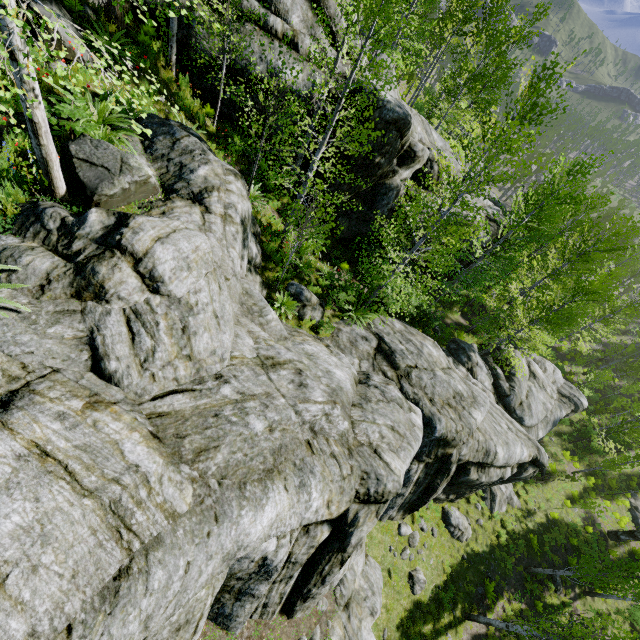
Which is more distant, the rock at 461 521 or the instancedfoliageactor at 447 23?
the rock at 461 521

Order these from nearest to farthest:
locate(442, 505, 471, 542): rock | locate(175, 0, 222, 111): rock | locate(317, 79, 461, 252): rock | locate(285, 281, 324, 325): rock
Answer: locate(175, 0, 222, 111): rock < locate(285, 281, 324, 325): rock < locate(317, 79, 461, 252): rock < locate(442, 505, 471, 542): rock

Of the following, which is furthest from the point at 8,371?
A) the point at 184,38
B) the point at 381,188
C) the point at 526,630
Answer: the point at 526,630

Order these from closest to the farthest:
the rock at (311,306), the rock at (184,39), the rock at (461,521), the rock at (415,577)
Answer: the rock at (184,39) < the rock at (311,306) < the rock at (415,577) < the rock at (461,521)

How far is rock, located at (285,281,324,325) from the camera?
11.38m

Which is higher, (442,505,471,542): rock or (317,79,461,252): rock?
(317,79,461,252): rock
